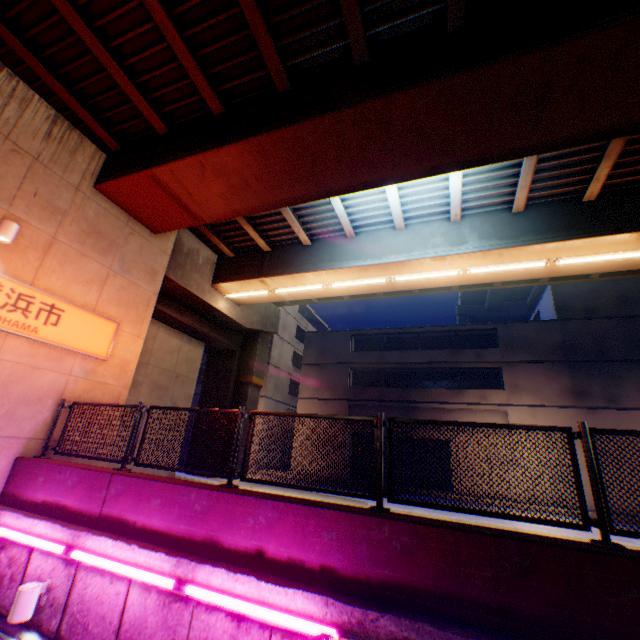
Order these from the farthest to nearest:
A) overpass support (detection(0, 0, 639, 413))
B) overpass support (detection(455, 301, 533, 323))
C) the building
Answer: overpass support (detection(455, 301, 533, 323)), the building, overpass support (detection(0, 0, 639, 413))

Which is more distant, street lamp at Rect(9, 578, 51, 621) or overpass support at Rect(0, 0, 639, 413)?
overpass support at Rect(0, 0, 639, 413)

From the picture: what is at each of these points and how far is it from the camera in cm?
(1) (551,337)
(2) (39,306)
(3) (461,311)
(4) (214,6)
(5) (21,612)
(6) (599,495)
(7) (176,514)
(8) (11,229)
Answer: (1) building, 2234
(2) sign, 727
(3) overpass support, 4969
(4) overpass support, 623
(5) street lamp, 485
(6) metal fence, 366
(7) concrete block, 500
(8) street lamp, 661

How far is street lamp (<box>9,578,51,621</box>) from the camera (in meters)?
4.84

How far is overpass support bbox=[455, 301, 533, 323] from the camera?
46.7m

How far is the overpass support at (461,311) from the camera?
46.7 meters

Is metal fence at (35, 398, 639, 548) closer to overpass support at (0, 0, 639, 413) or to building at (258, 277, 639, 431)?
overpass support at (0, 0, 639, 413)

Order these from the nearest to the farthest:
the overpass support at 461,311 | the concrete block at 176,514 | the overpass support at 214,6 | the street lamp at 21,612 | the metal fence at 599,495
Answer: the concrete block at 176,514 < the metal fence at 599,495 < the street lamp at 21,612 < the overpass support at 214,6 < the overpass support at 461,311
